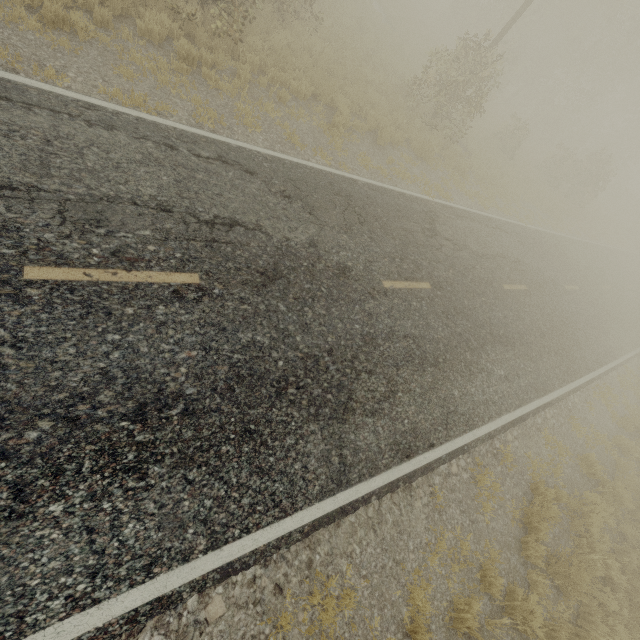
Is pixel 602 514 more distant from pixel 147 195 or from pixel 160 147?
pixel 160 147
